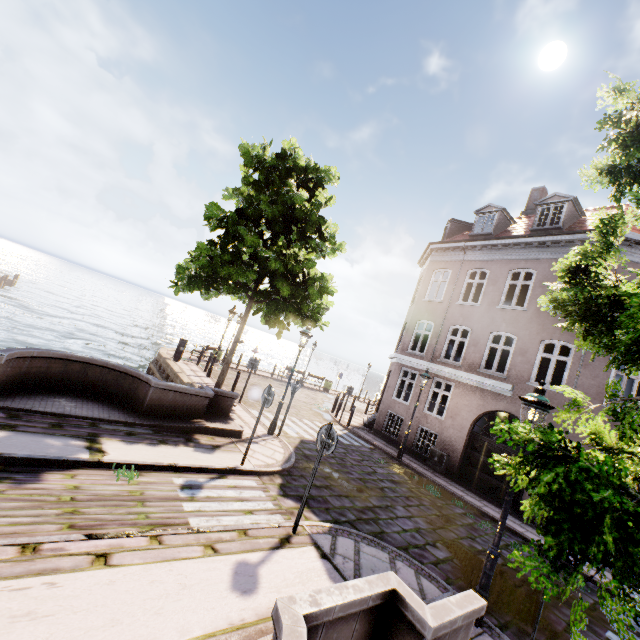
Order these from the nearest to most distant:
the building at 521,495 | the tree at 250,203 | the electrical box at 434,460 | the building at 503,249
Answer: the tree at 250,203 → the building at 521,495 → the building at 503,249 → the electrical box at 434,460

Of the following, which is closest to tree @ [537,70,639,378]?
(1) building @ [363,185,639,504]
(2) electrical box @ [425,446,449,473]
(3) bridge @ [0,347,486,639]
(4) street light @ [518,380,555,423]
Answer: (4) street light @ [518,380,555,423]

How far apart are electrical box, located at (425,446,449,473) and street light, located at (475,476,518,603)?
9.1m

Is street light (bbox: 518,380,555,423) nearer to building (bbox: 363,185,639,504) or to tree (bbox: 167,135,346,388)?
tree (bbox: 167,135,346,388)

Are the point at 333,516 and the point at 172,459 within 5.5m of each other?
yes

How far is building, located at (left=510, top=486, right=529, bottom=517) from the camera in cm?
1141

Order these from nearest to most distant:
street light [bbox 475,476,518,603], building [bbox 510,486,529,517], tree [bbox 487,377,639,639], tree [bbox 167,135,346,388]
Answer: tree [bbox 487,377,639,639] < street light [bbox 475,476,518,603] < tree [bbox 167,135,346,388] < building [bbox 510,486,529,517]

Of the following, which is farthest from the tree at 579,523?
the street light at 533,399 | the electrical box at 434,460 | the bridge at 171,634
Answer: the electrical box at 434,460
